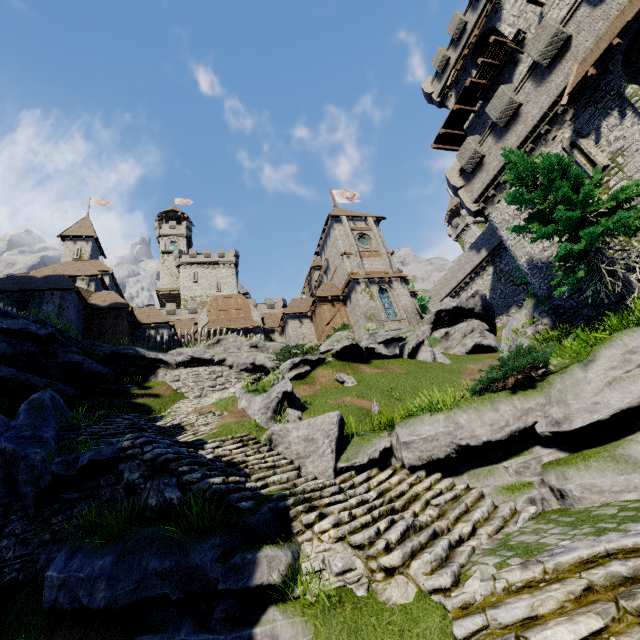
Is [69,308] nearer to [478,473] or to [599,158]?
[478,473]

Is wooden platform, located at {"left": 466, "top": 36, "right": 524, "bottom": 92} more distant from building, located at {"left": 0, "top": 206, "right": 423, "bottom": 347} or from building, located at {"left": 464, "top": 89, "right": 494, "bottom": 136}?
building, located at {"left": 0, "top": 206, "right": 423, "bottom": 347}

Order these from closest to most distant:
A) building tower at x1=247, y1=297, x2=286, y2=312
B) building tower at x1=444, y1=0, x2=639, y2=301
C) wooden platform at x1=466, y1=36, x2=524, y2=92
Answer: building tower at x1=444, y1=0, x2=639, y2=301 < wooden platform at x1=466, y1=36, x2=524, y2=92 < building tower at x1=247, y1=297, x2=286, y2=312

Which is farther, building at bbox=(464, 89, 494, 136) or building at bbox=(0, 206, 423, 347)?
building at bbox=(464, 89, 494, 136)

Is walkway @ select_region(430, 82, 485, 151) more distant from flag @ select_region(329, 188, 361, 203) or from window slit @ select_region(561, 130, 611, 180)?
flag @ select_region(329, 188, 361, 203)

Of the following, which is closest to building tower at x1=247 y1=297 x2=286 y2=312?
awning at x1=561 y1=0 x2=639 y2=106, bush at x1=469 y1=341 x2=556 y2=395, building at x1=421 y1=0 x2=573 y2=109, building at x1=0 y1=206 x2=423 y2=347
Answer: building at x1=0 y1=206 x2=423 y2=347

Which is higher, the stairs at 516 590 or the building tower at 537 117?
the building tower at 537 117

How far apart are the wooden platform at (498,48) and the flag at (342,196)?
21.1 meters
